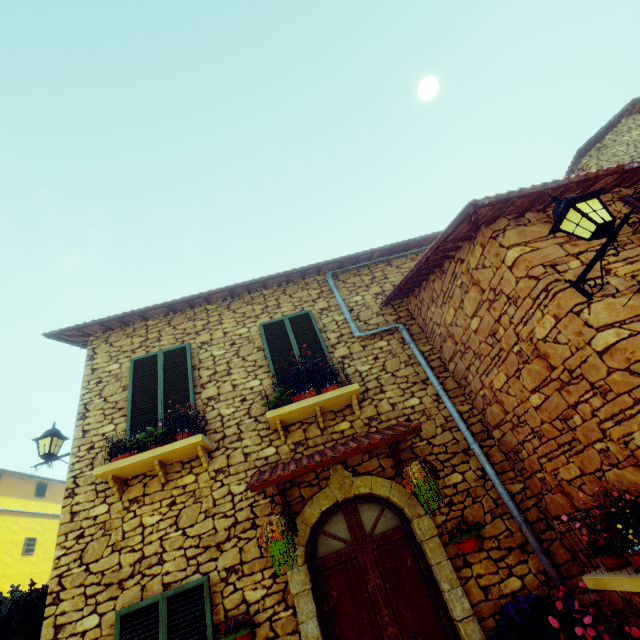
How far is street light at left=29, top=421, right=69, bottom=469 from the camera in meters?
5.5 m

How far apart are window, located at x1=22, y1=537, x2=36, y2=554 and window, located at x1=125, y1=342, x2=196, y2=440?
16.5m

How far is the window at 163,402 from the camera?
5.4m

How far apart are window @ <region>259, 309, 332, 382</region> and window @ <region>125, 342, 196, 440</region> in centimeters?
132cm

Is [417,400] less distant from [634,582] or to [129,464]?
[634,582]

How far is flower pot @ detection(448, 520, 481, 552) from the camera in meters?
4.0 m

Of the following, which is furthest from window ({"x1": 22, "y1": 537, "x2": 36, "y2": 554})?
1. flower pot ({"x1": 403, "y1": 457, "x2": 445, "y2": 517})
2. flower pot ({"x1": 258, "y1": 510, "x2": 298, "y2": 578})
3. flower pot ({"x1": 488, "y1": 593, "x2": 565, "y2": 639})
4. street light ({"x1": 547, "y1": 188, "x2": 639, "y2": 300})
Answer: street light ({"x1": 547, "y1": 188, "x2": 639, "y2": 300})

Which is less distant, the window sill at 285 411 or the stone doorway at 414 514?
the stone doorway at 414 514
